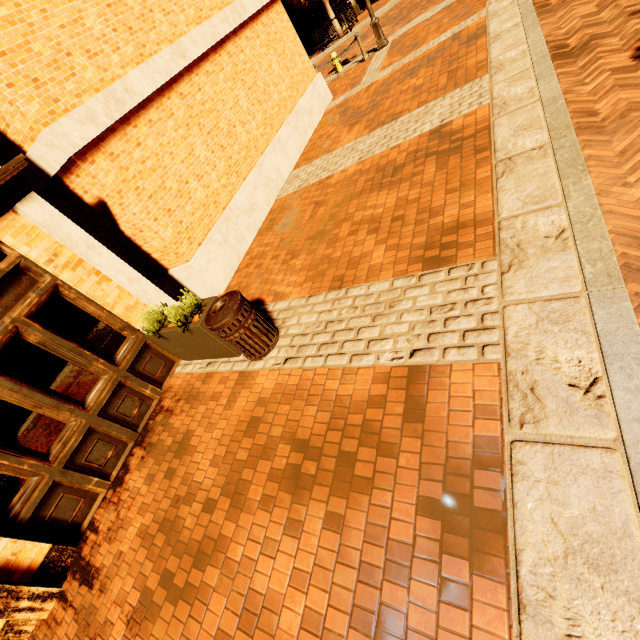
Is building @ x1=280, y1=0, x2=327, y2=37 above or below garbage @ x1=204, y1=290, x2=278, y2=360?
above

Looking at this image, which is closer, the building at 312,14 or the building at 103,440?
the building at 103,440

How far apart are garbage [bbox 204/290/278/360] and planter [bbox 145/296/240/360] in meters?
0.1

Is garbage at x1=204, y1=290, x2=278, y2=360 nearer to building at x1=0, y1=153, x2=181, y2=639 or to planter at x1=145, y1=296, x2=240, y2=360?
planter at x1=145, y1=296, x2=240, y2=360

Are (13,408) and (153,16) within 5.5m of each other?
no

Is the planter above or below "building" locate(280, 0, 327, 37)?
below

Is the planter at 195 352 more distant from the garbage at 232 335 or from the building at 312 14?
the building at 312 14

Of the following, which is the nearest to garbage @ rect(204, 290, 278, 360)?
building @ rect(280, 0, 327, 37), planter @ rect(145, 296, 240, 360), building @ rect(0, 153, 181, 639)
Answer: planter @ rect(145, 296, 240, 360)
